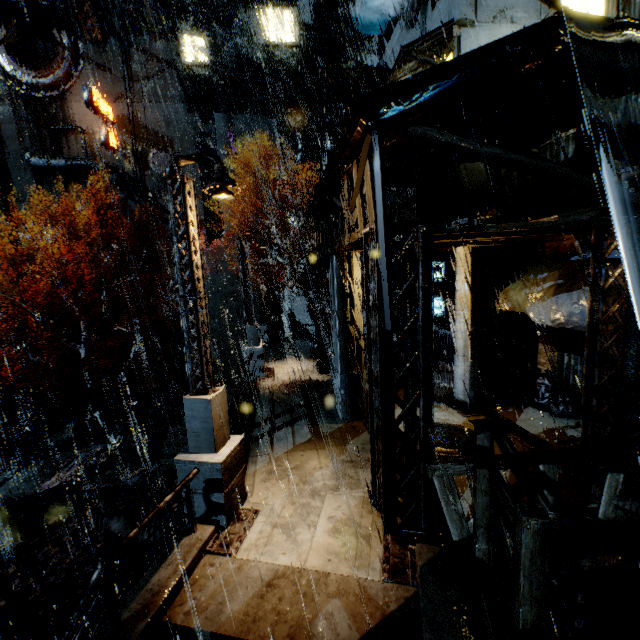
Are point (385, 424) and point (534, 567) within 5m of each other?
yes

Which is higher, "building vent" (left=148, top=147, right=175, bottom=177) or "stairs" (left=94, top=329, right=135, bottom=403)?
"building vent" (left=148, top=147, right=175, bottom=177)

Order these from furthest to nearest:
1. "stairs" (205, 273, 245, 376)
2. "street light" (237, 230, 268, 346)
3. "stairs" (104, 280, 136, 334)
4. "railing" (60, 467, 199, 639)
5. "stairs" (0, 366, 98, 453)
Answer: "stairs" (104, 280, 136, 334)
"stairs" (205, 273, 245, 376)
"stairs" (0, 366, 98, 453)
"street light" (237, 230, 268, 346)
"railing" (60, 467, 199, 639)

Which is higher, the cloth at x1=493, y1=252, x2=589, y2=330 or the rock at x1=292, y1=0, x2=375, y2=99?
the rock at x1=292, y1=0, x2=375, y2=99

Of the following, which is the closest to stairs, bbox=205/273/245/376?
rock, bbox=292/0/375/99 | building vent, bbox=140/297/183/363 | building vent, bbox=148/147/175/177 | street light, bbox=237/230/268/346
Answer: building vent, bbox=140/297/183/363

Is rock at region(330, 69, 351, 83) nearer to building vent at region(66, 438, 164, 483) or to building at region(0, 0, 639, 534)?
building at region(0, 0, 639, 534)

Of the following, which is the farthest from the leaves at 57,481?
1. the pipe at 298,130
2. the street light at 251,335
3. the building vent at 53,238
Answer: the pipe at 298,130

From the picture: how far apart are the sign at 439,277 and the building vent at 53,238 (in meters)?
36.68
